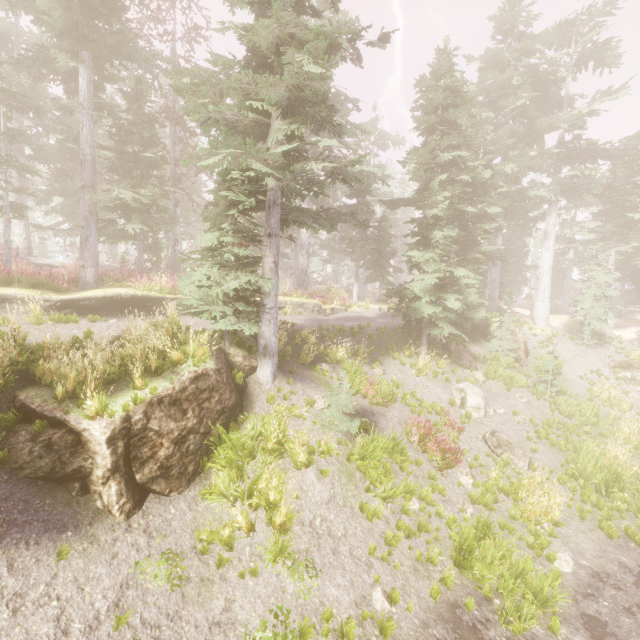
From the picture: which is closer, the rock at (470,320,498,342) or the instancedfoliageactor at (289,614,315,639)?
the instancedfoliageactor at (289,614,315,639)

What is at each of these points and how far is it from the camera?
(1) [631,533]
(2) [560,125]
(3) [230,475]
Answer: (1) instancedfoliageactor, 9.59m
(2) instancedfoliageactor, 22.88m
(3) instancedfoliageactor, 7.86m

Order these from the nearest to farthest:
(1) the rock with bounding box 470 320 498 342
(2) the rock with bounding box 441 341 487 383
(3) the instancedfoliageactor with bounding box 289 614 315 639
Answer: (3) the instancedfoliageactor with bounding box 289 614 315 639, (2) the rock with bounding box 441 341 487 383, (1) the rock with bounding box 470 320 498 342

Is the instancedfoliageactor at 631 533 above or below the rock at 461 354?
below

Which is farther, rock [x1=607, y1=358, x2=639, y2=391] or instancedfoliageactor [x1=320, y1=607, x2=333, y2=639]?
rock [x1=607, y1=358, x2=639, y2=391]

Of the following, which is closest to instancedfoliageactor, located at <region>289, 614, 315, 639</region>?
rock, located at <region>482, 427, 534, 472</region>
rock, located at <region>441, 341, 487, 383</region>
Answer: rock, located at <region>441, 341, 487, 383</region>

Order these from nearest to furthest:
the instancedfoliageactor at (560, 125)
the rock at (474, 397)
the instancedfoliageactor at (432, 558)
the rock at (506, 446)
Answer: the instancedfoliageactor at (432, 558) < the instancedfoliageactor at (560, 125) < the rock at (506, 446) < the rock at (474, 397)
